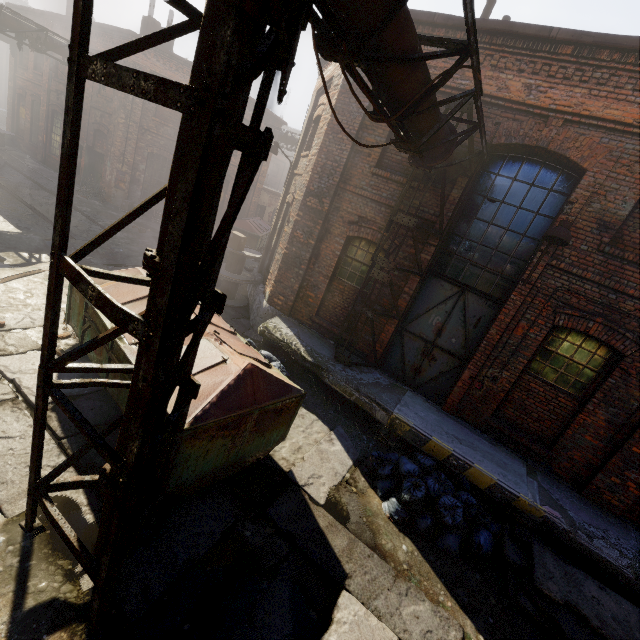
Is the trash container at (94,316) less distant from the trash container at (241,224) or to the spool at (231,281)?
the spool at (231,281)

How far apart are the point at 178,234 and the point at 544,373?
7.8m

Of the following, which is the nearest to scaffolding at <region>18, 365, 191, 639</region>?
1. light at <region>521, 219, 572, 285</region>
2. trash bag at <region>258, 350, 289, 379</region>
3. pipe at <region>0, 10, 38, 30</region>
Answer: trash bag at <region>258, 350, 289, 379</region>

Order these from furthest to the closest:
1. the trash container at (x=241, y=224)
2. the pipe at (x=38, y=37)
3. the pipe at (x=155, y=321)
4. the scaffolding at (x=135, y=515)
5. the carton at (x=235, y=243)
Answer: the trash container at (x=241, y=224), the pipe at (x=38, y=37), the carton at (x=235, y=243), the scaffolding at (x=135, y=515), the pipe at (x=155, y=321)

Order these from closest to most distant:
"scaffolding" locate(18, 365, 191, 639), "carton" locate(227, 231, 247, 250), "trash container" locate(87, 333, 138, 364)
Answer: "scaffolding" locate(18, 365, 191, 639) < "trash container" locate(87, 333, 138, 364) < "carton" locate(227, 231, 247, 250)

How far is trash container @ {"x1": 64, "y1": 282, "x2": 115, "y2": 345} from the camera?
5.2m

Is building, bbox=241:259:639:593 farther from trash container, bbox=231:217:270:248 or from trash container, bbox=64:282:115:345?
trash container, bbox=231:217:270:248

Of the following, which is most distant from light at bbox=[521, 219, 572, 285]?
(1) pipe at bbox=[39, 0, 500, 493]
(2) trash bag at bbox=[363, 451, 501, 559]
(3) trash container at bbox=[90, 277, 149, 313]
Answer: (3) trash container at bbox=[90, 277, 149, 313]
